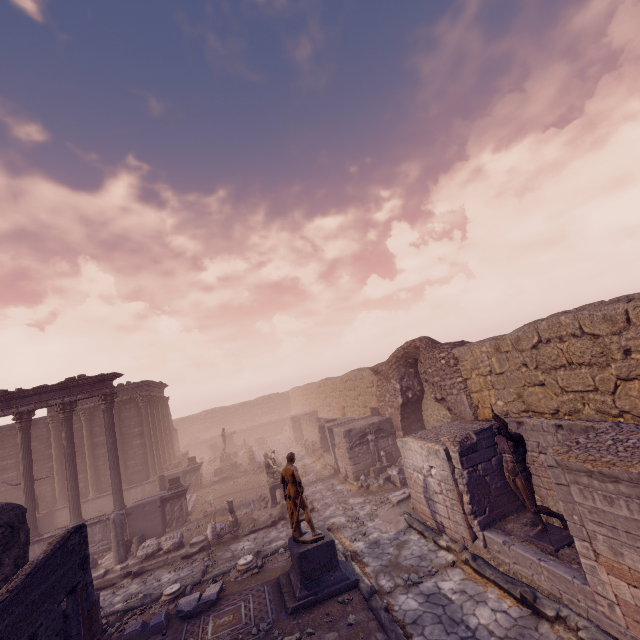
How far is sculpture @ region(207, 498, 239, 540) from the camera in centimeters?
1257cm

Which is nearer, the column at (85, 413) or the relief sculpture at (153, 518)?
the relief sculpture at (153, 518)

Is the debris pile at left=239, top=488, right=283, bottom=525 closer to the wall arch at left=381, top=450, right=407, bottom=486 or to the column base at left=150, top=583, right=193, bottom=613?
the column base at left=150, top=583, right=193, bottom=613

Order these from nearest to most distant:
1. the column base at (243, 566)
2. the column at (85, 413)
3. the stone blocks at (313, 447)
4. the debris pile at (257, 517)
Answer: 1. the column base at (243, 566)
2. the debris pile at (257, 517)
3. the column at (85, 413)
4. the stone blocks at (313, 447)

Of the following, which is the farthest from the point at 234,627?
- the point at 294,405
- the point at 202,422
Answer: the point at 202,422

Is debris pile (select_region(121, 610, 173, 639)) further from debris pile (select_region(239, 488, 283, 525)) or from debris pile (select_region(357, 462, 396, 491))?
debris pile (select_region(357, 462, 396, 491))

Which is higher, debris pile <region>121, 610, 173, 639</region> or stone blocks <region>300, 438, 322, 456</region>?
stone blocks <region>300, 438, 322, 456</region>

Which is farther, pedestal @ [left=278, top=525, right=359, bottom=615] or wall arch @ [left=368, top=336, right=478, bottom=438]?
wall arch @ [left=368, top=336, right=478, bottom=438]
